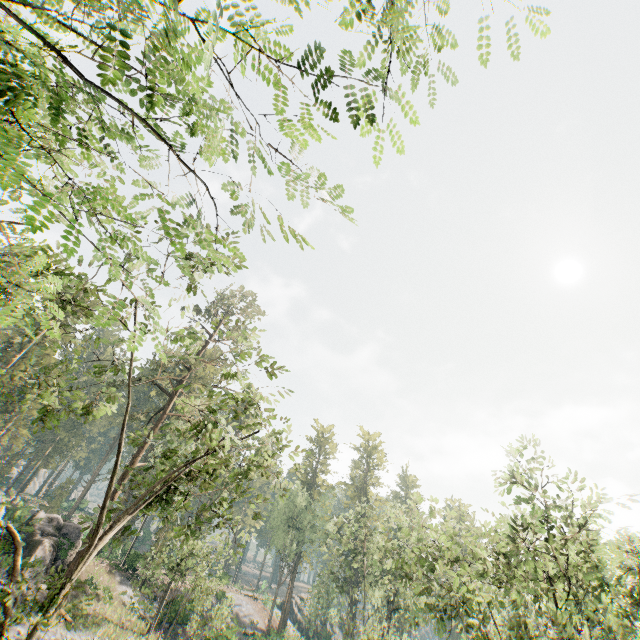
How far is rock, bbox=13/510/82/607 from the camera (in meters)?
24.12

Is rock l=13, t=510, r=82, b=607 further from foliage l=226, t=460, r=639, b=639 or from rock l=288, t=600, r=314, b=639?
rock l=288, t=600, r=314, b=639

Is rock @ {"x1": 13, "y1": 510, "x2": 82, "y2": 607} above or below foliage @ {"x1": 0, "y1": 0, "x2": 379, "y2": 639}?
below

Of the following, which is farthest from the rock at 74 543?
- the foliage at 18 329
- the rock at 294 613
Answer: the rock at 294 613

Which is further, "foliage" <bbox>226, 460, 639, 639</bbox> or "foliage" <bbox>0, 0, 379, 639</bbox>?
"foliage" <bbox>226, 460, 639, 639</bbox>

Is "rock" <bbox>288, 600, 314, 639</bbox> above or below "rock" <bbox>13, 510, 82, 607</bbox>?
below

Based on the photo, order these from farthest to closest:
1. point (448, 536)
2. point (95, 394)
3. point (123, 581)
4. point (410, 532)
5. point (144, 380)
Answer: point (95, 394), point (123, 581), point (144, 380), point (448, 536), point (410, 532)

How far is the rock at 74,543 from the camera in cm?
2412
